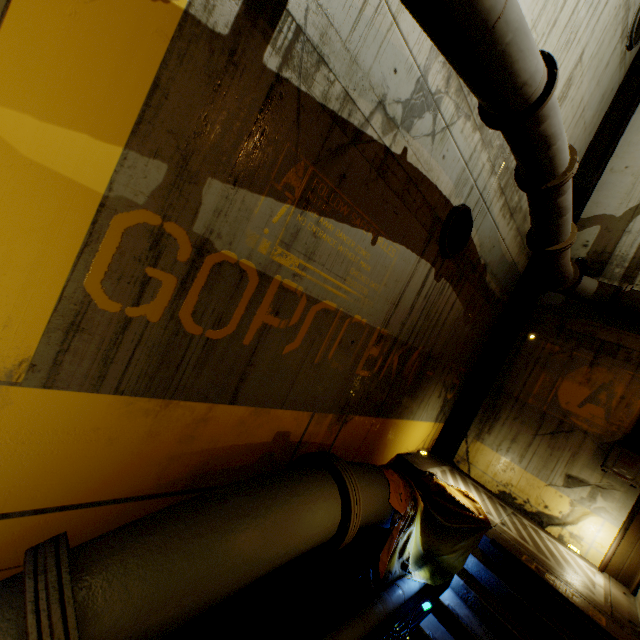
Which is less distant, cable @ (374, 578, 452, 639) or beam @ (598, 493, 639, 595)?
cable @ (374, 578, 452, 639)

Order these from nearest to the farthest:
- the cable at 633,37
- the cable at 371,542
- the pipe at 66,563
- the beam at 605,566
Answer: the pipe at 66,563
the cable at 371,542
the beam at 605,566
the cable at 633,37

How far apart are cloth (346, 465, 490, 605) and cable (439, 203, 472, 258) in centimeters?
328cm

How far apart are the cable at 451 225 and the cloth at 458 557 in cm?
328

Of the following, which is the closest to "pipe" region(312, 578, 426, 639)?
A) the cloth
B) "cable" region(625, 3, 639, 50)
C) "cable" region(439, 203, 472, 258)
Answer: the cloth

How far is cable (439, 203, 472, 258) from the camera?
4.7 meters

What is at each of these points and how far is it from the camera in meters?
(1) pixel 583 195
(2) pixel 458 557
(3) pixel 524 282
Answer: (1) beam, 7.5
(2) cloth, 5.3
(3) beam, 7.8

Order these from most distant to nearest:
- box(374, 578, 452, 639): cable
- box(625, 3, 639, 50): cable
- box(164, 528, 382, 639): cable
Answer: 1. box(625, 3, 639, 50): cable
2. box(374, 578, 452, 639): cable
3. box(164, 528, 382, 639): cable
